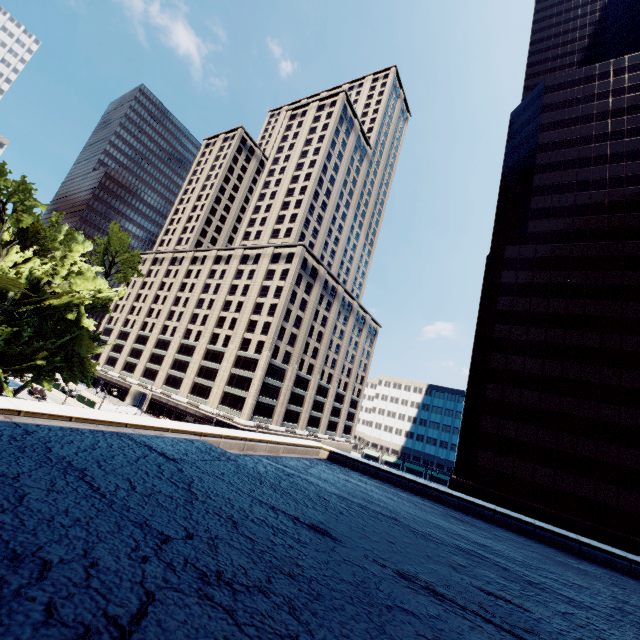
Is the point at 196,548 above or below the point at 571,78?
below
